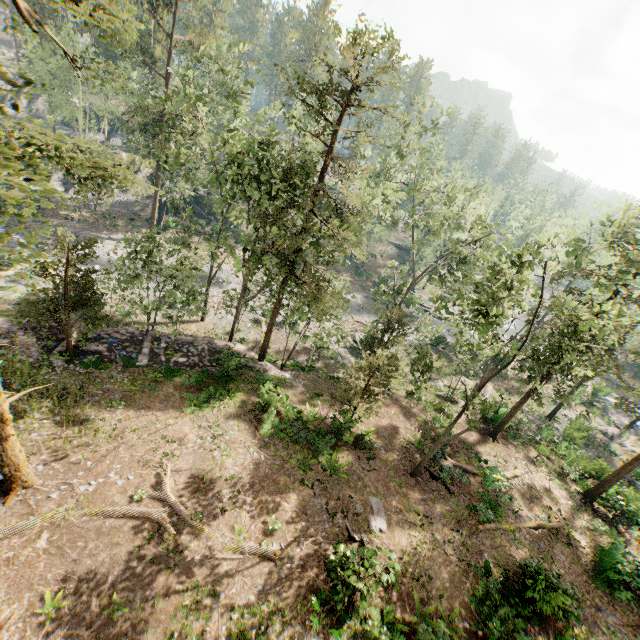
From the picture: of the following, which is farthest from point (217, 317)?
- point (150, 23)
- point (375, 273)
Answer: point (150, 23)

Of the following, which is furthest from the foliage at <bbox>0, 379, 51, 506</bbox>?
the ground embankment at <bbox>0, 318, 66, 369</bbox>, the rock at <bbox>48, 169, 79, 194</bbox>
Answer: the rock at <bbox>48, 169, 79, 194</bbox>

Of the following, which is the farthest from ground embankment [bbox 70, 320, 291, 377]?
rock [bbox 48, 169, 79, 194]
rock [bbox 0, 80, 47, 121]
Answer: rock [bbox 0, 80, 47, 121]

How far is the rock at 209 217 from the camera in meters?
50.4

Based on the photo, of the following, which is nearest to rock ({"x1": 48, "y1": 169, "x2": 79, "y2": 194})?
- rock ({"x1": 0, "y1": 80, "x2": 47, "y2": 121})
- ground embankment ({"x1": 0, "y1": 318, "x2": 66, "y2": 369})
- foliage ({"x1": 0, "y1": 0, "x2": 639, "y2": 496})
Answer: foliage ({"x1": 0, "y1": 0, "x2": 639, "y2": 496})

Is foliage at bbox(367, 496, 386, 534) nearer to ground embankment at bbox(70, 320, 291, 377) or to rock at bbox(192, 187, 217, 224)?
ground embankment at bbox(70, 320, 291, 377)

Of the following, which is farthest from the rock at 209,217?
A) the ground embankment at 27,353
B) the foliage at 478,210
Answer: the ground embankment at 27,353
